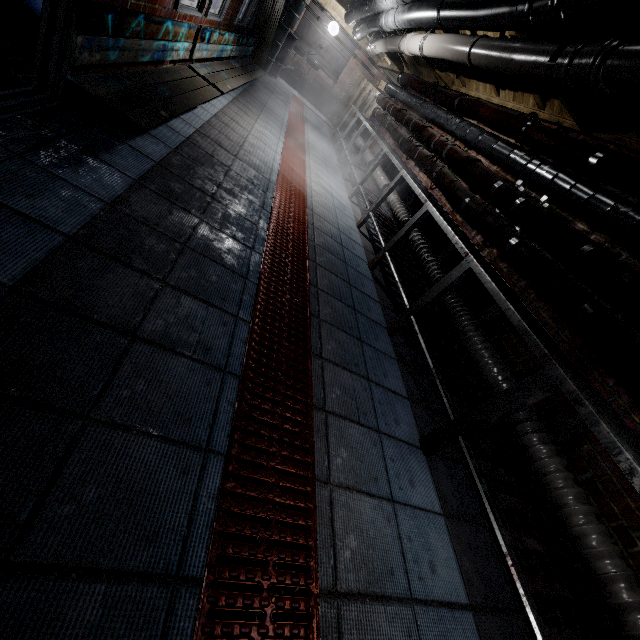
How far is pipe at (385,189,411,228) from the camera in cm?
402

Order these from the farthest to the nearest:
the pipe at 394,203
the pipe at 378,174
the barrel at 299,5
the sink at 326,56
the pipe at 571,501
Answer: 1. the sink at 326,56
2. the barrel at 299,5
3. the pipe at 378,174
4. the pipe at 394,203
5. the pipe at 571,501

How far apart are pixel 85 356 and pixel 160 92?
2.2m

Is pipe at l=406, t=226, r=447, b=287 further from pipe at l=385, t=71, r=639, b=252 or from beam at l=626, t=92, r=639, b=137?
beam at l=626, t=92, r=639, b=137

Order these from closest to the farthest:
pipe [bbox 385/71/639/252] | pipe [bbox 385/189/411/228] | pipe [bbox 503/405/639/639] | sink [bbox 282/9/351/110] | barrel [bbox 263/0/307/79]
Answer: pipe [bbox 503/405/639/639], pipe [bbox 385/71/639/252], pipe [bbox 385/189/411/228], barrel [bbox 263/0/307/79], sink [bbox 282/9/351/110]

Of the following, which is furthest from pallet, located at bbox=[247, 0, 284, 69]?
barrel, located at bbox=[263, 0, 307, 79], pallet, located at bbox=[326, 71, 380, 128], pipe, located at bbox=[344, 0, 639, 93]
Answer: pallet, located at bbox=[326, 71, 380, 128]

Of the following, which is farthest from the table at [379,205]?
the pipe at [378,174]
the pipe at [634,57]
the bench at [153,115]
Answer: the bench at [153,115]

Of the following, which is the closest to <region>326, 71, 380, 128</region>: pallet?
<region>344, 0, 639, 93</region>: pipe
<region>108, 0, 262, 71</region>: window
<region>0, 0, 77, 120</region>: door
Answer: <region>344, 0, 639, 93</region>: pipe
